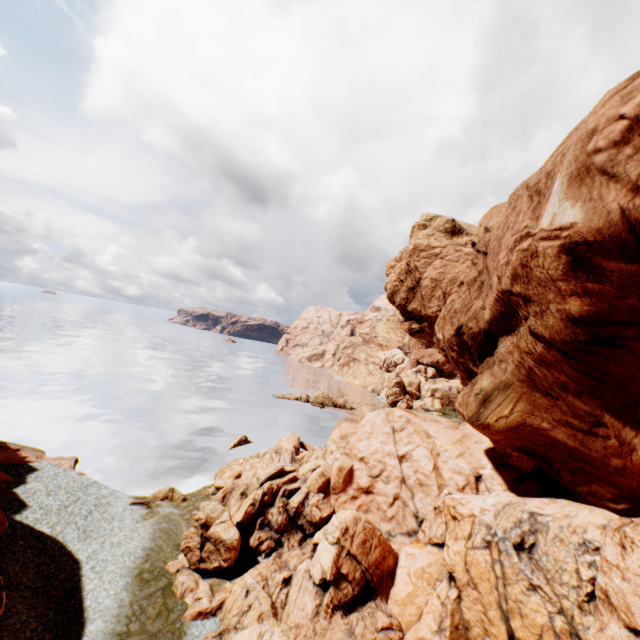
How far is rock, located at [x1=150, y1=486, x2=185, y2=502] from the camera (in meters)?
24.84

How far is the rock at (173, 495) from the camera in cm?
2484

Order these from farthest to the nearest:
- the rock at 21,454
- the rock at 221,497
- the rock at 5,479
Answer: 1. the rock at 21,454
2. the rock at 5,479
3. the rock at 221,497

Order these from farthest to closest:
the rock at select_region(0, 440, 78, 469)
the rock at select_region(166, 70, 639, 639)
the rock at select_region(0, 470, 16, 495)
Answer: the rock at select_region(0, 440, 78, 469) < the rock at select_region(0, 470, 16, 495) < the rock at select_region(166, 70, 639, 639)

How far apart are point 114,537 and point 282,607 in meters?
10.8

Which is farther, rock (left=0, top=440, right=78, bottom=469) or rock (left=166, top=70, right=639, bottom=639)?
rock (left=0, top=440, right=78, bottom=469)

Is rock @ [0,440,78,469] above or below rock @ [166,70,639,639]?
below
